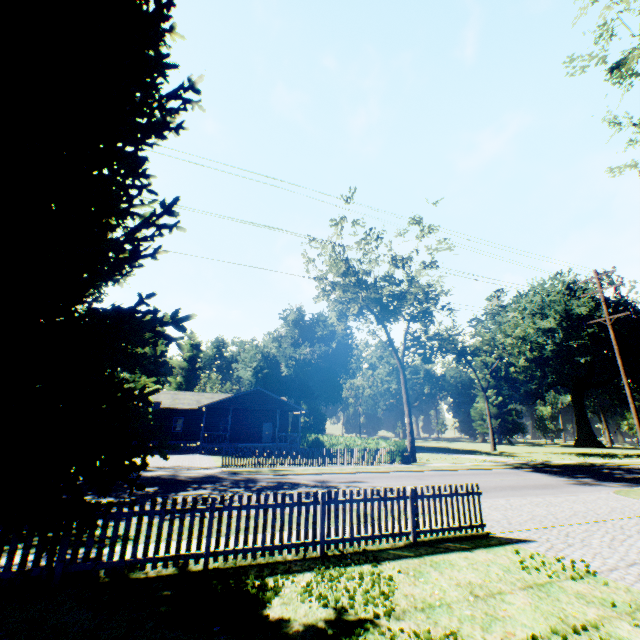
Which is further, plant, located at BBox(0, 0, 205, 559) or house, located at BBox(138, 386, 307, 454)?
house, located at BBox(138, 386, 307, 454)

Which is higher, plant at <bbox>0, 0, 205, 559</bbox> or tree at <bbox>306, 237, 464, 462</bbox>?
tree at <bbox>306, 237, 464, 462</bbox>

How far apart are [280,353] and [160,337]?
43.6m

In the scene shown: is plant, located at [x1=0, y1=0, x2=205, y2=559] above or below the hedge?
above

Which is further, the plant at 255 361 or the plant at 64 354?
the plant at 255 361

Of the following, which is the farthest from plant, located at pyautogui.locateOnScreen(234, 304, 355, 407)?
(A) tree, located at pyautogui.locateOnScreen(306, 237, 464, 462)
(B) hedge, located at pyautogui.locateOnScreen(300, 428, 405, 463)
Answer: (B) hedge, located at pyautogui.locateOnScreen(300, 428, 405, 463)

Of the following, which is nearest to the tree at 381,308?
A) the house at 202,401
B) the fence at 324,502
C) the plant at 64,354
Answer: the house at 202,401
